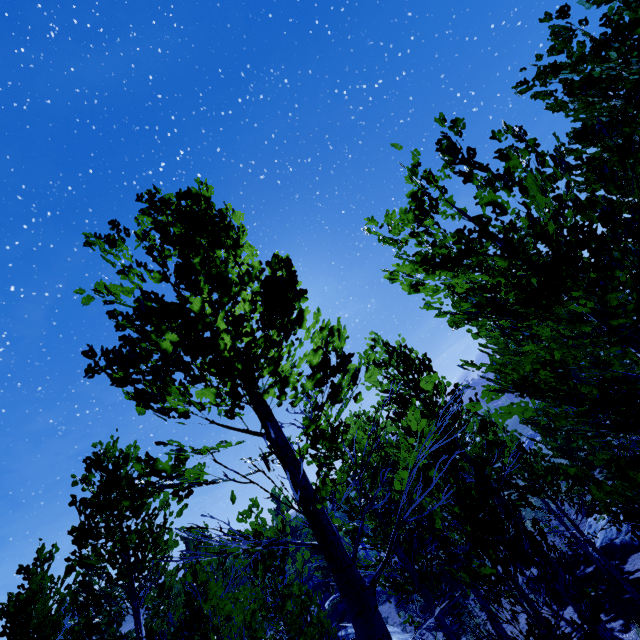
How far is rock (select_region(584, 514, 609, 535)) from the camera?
18.3m

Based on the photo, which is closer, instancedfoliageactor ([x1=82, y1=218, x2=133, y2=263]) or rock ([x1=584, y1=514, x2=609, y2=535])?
instancedfoliageactor ([x1=82, y1=218, x2=133, y2=263])

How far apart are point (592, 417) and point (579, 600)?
9.4m

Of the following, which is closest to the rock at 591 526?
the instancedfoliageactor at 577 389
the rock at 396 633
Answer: the instancedfoliageactor at 577 389

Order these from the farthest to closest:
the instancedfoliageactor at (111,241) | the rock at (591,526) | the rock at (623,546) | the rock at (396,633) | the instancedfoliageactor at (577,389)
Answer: the rock at (591,526) < the rock at (623,546) < the rock at (396,633) < the instancedfoliageactor at (111,241) < the instancedfoliageactor at (577,389)

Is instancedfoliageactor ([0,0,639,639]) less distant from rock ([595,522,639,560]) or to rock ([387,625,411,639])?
rock ([595,522,639,560])

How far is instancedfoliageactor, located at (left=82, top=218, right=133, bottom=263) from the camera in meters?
4.1 m
